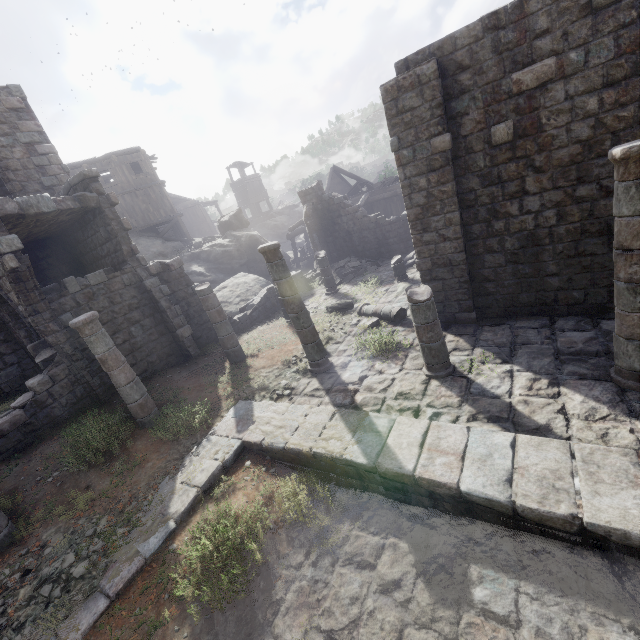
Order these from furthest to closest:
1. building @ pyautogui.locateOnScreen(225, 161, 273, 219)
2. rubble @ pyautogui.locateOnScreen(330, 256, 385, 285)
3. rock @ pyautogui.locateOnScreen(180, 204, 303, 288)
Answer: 1. building @ pyautogui.locateOnScreen(225, 161, 273, 219)
2. rock @ pyautogui.locateOnScreen(180, 204, 303, 288)
3. rubble @ pyautogui.locateOnScreen(330, 256, 385, 285)

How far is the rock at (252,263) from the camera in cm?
2300

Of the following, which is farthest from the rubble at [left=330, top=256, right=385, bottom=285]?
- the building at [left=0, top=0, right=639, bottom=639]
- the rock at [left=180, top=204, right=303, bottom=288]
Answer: the rock at [left=180, top=204, right=303, bottom=288]

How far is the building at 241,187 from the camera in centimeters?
4809cm

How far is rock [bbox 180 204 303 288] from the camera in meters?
23.0 m

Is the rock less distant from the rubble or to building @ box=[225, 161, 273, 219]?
building @ box=[225, 161, 273, 219]

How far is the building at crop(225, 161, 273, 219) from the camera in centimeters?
4809cm

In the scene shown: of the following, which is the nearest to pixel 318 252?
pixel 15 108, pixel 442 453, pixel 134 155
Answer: pixel 442 453
